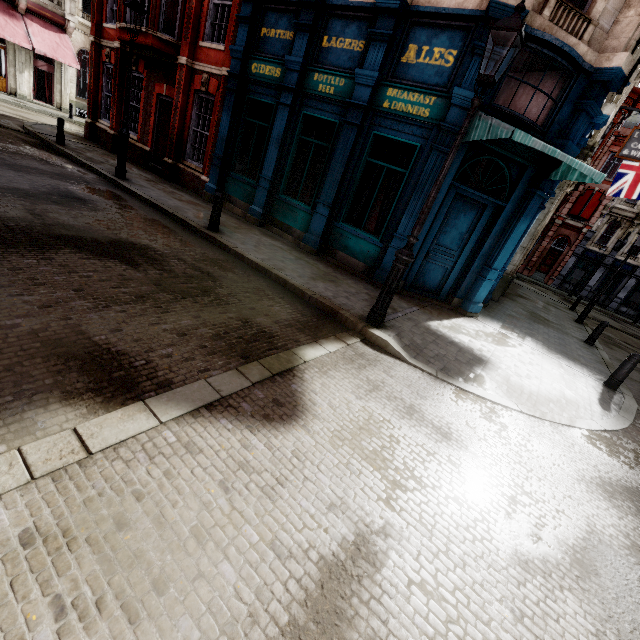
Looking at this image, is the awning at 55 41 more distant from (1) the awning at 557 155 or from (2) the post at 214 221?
(1) the awning at 557 155

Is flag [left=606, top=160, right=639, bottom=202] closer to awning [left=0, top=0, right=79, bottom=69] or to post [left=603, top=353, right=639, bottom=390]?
post [left=603, top=353, right=639, bottom=390]

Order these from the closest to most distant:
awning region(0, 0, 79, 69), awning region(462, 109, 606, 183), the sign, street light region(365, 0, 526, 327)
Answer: street light region(365, 0, 526, 327), awning region(462, 109, 606, 183), the sign, awning region(0, 0, 79, 69)

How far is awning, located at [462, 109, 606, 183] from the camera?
5.8m

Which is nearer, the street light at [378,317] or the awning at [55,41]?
the street light at [378,317]

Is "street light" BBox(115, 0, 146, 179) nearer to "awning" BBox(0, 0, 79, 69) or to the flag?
"awning" BBox(0, 0, 79, 69)

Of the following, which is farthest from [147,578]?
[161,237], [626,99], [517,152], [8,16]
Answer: [8,16]

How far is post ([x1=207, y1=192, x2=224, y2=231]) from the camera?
7.9 meters
